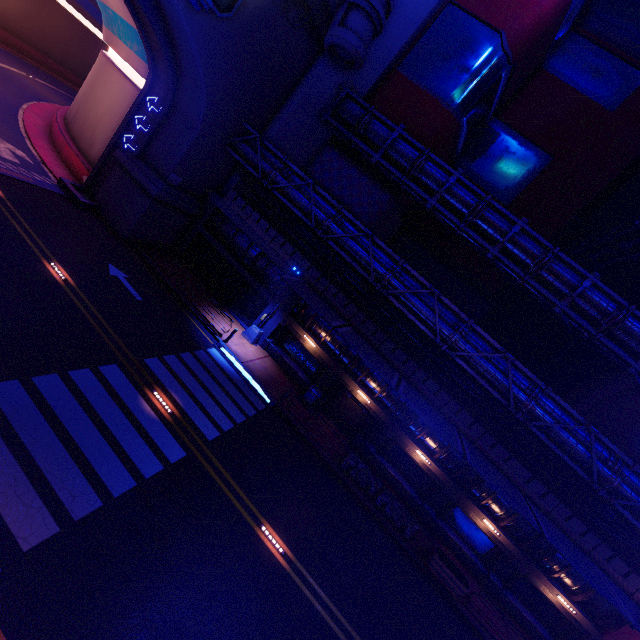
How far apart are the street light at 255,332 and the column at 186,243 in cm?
791

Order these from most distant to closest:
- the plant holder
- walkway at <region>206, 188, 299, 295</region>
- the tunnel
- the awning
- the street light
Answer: walkway at <region>206, 188, 299, 295</region> → the street light → the tunnel → the plant holder → the awning

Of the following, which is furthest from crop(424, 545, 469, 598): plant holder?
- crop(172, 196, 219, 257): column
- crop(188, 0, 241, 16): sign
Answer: crop(188, 0, 241, 16): sign

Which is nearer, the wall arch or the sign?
the sign

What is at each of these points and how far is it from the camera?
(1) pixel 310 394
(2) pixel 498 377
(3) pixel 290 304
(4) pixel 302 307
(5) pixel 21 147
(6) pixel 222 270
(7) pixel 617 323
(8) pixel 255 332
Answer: (1) trash can, 20.5m
(2) pipe, 17.0m
(3) column, 21.8m
(4) walkway, 21.8m
(5) tunnel, 20.9m
(6) vent, 24.2m
(7) pipe, 18.3m
(8) street light, 21.8m

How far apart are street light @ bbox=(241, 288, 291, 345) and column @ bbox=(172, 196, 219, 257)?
7.9m

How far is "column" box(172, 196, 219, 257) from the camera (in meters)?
23.64

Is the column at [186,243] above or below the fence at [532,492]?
below
